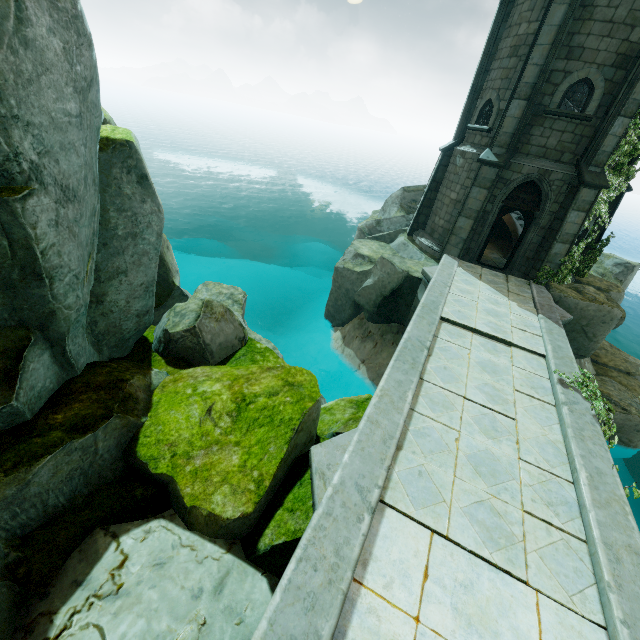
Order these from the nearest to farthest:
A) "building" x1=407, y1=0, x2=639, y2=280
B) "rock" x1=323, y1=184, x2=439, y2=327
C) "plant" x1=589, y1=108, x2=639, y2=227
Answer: "building" x1=407, y1=0, x2=639, y2=280 < "plant" x1=589, y1=108, x2=639, y2=227 < "rock" x1=323, y1=184, x2=439, y2=327

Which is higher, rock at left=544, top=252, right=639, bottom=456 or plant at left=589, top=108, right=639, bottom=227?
plant at left=589, top=108, right=639, bottom=227

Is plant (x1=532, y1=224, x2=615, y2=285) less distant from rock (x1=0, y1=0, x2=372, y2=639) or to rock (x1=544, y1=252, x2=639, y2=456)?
rock (x1=544, y1=252, x2=639, y2=456)

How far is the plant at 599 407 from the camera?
6.3m

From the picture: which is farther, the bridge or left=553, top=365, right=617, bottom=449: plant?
left=553, top=365, right=617, bottom=449: plant

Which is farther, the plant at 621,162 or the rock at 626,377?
the rock at 626,377

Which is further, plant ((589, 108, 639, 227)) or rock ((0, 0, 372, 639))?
plant ((589, 108, 639, 227))

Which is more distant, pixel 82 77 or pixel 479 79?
pixel 479 79
